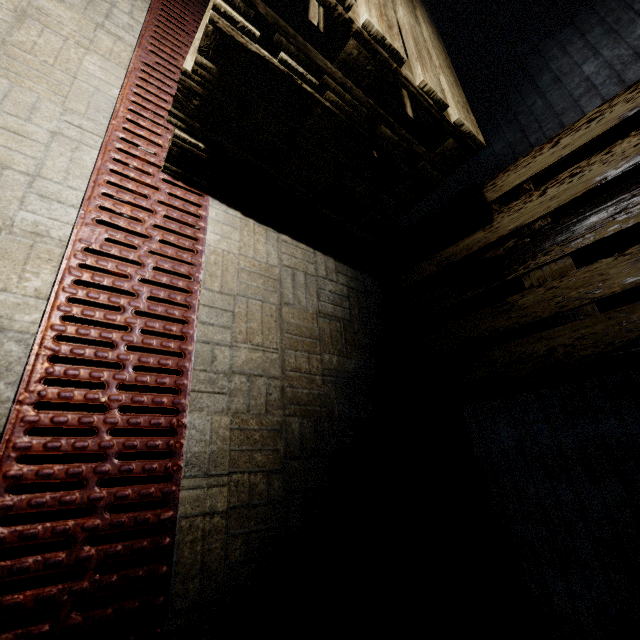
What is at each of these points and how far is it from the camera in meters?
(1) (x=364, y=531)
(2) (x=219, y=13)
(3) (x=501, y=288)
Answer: (1) pallet, 1.0
(2) pallet, 0.9
(3) pallet, 1.6
